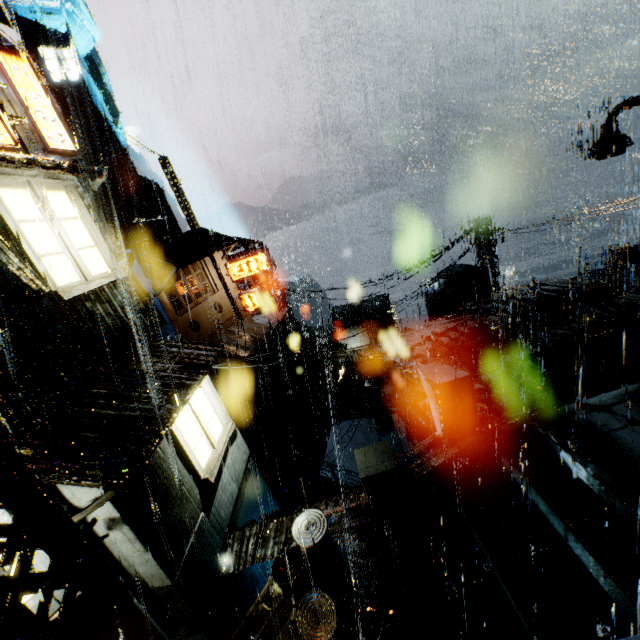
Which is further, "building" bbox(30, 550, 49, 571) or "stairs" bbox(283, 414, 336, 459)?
"stairs" bbox(283, 414, 336, 459)

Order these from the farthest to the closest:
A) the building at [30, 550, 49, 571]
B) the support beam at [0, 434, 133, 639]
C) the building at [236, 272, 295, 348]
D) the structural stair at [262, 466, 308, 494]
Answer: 1. the building at [236, 272, 295, 348]
2. the structural stair at [262, 466, 308, 494]
3. the building at [30, 550, 49, 571]
4. the support beam at [0, 434, 133, 639]

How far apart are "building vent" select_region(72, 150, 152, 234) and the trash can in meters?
43.8 m

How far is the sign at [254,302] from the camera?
24.9m

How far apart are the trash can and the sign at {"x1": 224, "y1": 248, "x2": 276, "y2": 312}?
19.9m

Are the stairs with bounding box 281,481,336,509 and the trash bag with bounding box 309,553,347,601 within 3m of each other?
no

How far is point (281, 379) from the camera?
33.50m

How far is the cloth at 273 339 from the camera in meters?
23.4
